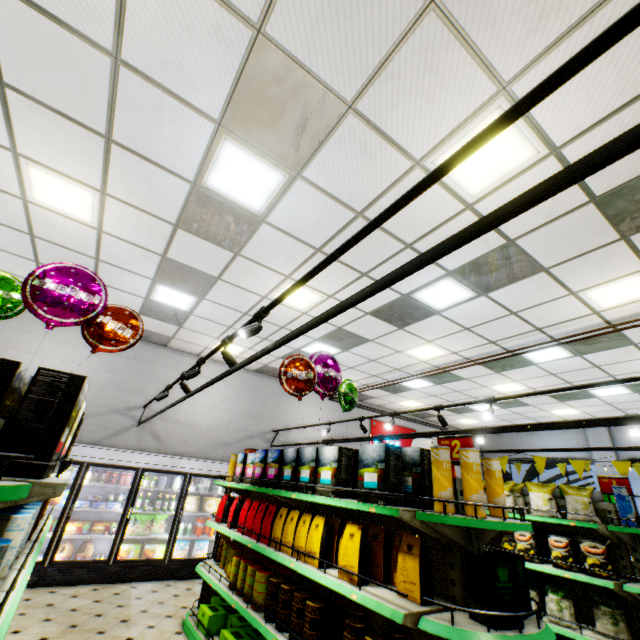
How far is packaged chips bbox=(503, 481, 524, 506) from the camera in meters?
5.0

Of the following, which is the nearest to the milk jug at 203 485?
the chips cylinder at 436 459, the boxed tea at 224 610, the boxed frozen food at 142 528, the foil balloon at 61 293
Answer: the boxed frozen food at 142 528

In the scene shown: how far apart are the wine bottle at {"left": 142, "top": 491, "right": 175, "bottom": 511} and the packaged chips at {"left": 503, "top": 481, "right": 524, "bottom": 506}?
7.0m

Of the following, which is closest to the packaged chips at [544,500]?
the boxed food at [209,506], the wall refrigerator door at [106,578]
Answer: the wall refrigerator door at [106,578]

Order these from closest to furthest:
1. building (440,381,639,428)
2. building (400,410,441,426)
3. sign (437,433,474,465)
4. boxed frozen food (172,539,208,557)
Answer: sign (437,433,474,465)
boxed frozen food (172,539,208,557)
building (440,381,639,428)
building (400,410,441,426)

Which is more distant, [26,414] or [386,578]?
[386,578]

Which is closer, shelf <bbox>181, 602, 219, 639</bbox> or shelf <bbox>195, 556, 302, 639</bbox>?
shelf <bbox>195, 556, 302, 639</bbox>

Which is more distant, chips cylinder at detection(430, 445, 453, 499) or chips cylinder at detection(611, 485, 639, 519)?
chips cylinder at detection(611, 485, 639, 519)
